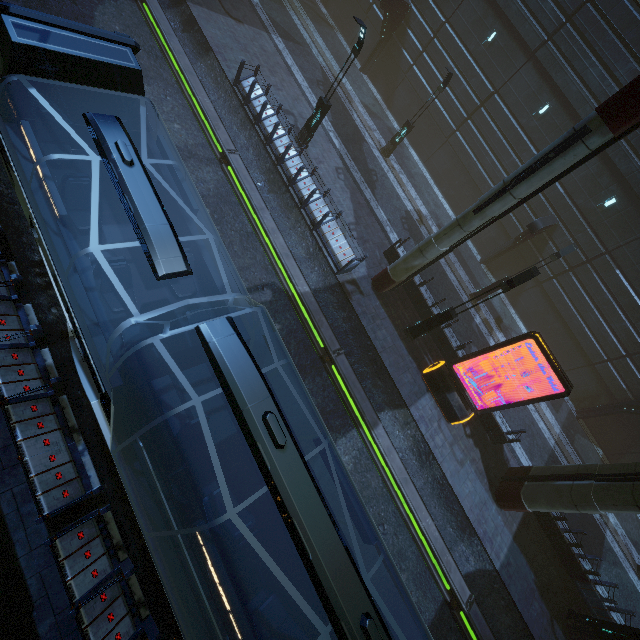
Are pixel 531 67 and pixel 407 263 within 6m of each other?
no

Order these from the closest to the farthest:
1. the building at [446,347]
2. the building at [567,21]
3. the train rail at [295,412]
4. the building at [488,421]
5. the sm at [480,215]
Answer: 1. the sm at [480,215]
2. the train rail at [295,412]
3. the building at [488,421]
4. the building at [446,347]
5. the building at [567,21]

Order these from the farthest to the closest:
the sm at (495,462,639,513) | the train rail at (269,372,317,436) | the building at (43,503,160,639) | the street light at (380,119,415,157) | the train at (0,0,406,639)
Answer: the street light at (380,119,415,157)
the train rail at (269,372,317,436)
the sm at (495,462,639,513)
the building at (43,503,160,639)
the train at (0,0,406,639)

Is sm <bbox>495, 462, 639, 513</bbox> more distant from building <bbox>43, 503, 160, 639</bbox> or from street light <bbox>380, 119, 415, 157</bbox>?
street light <bbox>380, 119, 415, 157</bbox>

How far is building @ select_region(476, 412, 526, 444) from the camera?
14.76m

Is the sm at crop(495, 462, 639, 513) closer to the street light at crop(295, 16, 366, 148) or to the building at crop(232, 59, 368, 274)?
the building at crop(232, 59, 368, 274)

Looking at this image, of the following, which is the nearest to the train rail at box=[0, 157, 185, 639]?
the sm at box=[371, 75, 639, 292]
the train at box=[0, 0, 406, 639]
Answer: the train at box=[0, 0, 406, 639]

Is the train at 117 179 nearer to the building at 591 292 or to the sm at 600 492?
the building at 591 292
